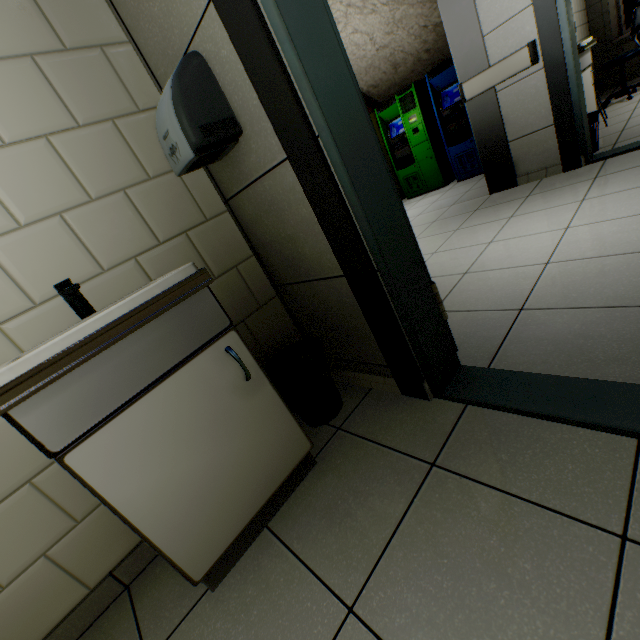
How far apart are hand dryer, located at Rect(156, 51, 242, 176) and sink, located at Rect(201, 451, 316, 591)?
0.4 meters

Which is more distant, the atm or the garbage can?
the atm

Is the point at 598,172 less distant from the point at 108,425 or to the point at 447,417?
the point at 447,417

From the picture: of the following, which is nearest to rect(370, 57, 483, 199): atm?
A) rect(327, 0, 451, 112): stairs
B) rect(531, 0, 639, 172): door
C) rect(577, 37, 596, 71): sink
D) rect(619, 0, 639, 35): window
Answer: rect(327, 0, 451, 112): stairs

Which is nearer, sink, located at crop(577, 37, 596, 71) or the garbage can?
the garbage can

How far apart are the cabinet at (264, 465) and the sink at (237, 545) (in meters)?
0.03

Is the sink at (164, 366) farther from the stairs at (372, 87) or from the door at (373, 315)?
the stairs at (372, 87)

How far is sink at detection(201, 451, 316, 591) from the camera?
1.1m
